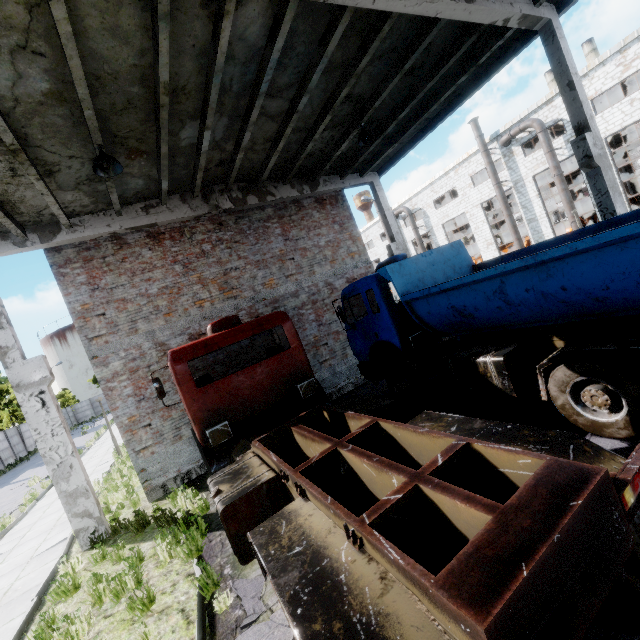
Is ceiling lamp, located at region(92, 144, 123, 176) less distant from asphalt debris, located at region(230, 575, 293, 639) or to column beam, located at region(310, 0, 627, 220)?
column beam, located at region(310, 0, 627, 220)

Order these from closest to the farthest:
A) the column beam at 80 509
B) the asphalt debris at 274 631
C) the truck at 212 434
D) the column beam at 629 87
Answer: the truck at 212 434
the asphalt debris at 274 631
the column beam at 80 509
the column beam at 629 87

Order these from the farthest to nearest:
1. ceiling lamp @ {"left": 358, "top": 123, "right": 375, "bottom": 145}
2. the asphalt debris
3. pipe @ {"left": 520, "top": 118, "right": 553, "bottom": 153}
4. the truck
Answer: pipe @ {"left": 520, "top": 118, "right": 553, "bottom": 153}
ceiling lamp @ {"left": 358, "top": 123, "right": 375, "bottom": 145}
the asphalt debris
the truck

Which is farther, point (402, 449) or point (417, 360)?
point (417, 360)

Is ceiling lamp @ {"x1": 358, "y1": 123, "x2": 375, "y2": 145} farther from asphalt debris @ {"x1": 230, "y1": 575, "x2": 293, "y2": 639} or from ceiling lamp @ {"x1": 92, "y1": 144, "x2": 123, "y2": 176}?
asphalt debris @ {"x1": 230, "y1": 575, "x2": 293, "y2": 639}

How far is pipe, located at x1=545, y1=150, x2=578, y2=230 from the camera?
22.0m

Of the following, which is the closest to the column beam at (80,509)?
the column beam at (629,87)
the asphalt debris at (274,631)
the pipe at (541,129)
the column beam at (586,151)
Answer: the asphalt debris at (274,631)

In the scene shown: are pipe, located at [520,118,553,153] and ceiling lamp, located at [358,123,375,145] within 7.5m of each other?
no
